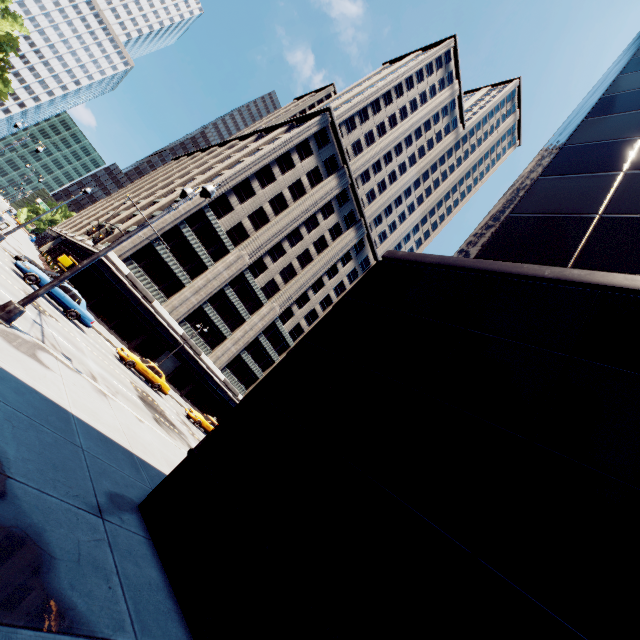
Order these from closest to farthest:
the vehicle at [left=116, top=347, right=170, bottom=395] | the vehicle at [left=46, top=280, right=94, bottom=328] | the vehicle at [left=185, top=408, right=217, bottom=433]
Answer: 1. the vehicle at [left=46, top=280, right=94, bottom=328]
2. the vehicle at [left=116, top=347, right=170, bottom=395]
3. the vehicle at [left=185, top=408, right=217, bottom=433]

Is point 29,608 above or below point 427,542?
below

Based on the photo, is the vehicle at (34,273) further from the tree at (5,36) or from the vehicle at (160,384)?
the tree at (5,36)

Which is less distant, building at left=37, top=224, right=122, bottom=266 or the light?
the light

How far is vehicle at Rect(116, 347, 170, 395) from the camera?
24.2 meters

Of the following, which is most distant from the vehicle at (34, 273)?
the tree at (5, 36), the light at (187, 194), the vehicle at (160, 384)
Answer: the tree at (5, 36)

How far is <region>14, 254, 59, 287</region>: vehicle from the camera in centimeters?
1869cm

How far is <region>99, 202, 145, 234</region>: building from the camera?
42.8m
